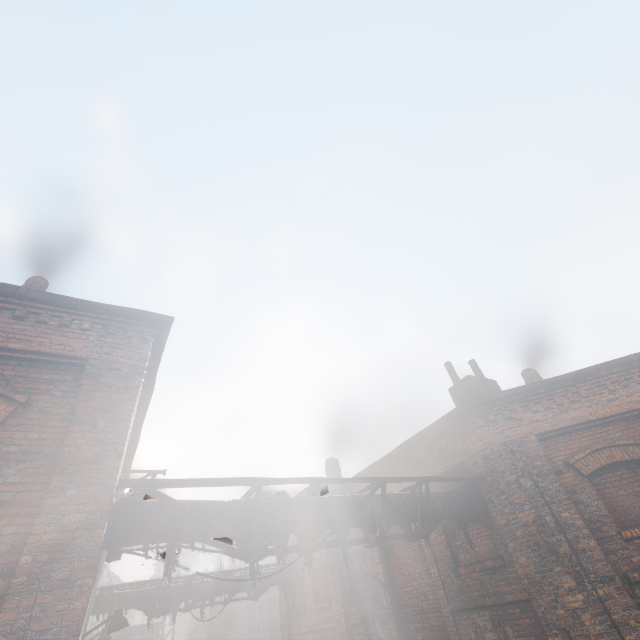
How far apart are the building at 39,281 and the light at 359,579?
10.15m

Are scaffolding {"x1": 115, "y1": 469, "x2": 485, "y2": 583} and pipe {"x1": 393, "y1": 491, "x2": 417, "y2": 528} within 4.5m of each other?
yes

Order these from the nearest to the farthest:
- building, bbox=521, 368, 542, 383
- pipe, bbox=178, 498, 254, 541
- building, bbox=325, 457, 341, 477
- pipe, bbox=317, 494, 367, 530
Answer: pipe, bbox=178, 498, 254, 541 < pipe, bbox=317, 494, 367, 530 < building, bbox=521, 368, 542, 383 < building, bbox=325, 457, 341, 477

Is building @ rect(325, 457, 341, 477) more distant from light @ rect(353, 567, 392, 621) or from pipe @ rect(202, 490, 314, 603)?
light @ rect(353, 567, 392, 621)

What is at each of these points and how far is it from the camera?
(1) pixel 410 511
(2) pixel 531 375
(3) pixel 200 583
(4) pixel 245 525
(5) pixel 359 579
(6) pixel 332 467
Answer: (1) pipe, 6.29m
(2) building, 12.54m
(3) pipe, 11.66m
(4) pipe, 4.89m
(5) light, 8.88m
(6) building, 15.49m

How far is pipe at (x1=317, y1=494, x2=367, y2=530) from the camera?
→ 5.45m

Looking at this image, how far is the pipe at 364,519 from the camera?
5.59m

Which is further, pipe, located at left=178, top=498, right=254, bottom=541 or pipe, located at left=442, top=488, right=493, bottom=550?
pipe, located at left=442, top=488, right=493, bottom=550
